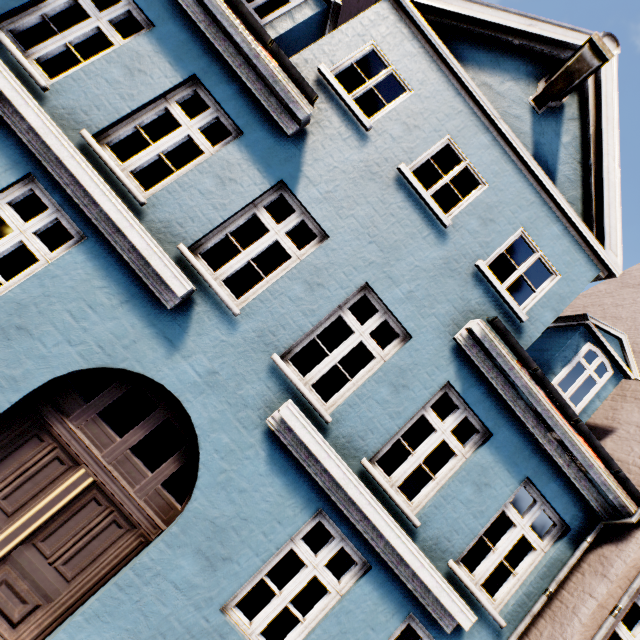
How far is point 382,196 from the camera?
5.1m
